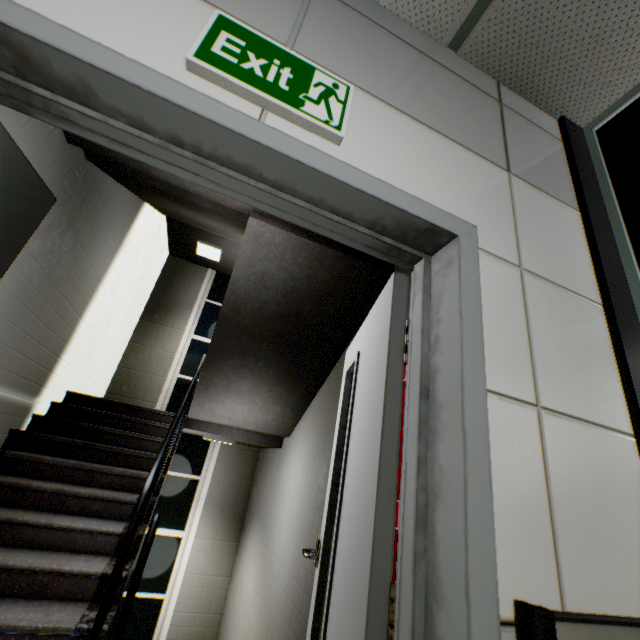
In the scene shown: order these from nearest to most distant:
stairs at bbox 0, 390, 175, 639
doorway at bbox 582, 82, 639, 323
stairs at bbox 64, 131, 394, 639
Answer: doorway at bbox 582, 82, 639, 323 < stairs at bbox 0, 390, 175, 639 < stairs at bbox 64, 131, 394, 639

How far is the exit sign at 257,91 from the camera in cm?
90

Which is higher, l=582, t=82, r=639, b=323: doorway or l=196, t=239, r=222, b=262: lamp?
l=196, t=239, r=222, b=262: lamp

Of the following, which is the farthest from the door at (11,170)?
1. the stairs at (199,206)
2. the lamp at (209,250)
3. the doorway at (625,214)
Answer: the lamp at (209,250)

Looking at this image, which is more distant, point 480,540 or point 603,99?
point 603,99

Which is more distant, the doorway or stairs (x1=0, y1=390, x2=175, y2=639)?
stairs (x1=0, y1=390, x2=175, y2=639)

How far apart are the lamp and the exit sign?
5.8 meters

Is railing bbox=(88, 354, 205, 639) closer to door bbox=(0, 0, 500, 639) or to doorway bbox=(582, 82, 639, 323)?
door bbox=(0, 0, 500, 639)
